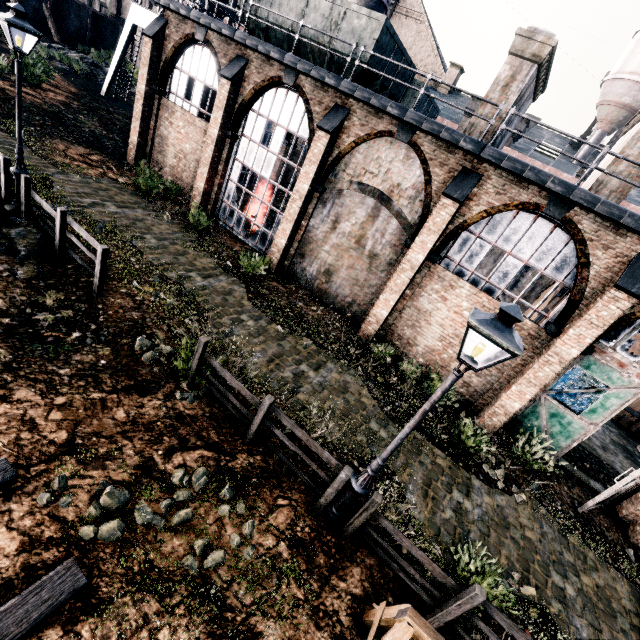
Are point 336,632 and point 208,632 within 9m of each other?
yes

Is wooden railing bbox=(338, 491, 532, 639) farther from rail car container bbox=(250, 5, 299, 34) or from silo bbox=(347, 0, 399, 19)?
silo bbox=(347, 0, 399, 19)

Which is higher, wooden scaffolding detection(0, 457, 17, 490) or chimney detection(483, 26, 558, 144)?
chimney detection(483, 26, 558, 144)

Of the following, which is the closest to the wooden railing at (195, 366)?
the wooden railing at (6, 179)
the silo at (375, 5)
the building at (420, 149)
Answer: the building at (420, 149)

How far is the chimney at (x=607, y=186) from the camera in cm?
1205

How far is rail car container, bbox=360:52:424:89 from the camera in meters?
13.6 m

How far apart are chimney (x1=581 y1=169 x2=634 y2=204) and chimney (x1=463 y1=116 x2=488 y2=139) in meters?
3.8 m
